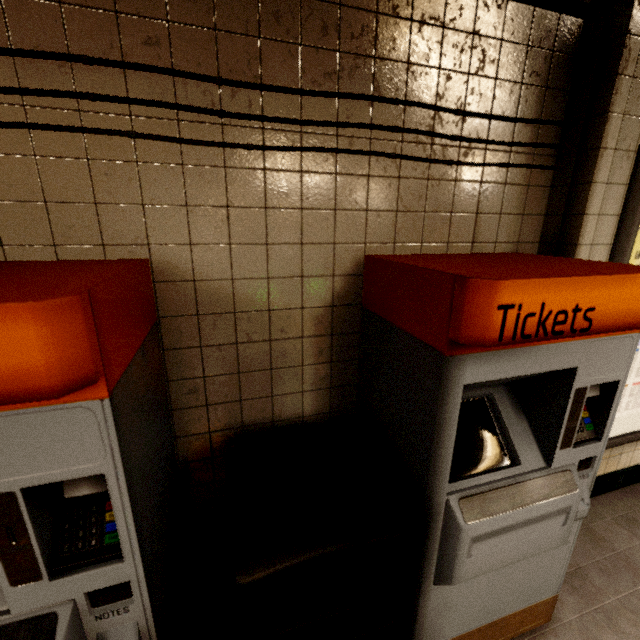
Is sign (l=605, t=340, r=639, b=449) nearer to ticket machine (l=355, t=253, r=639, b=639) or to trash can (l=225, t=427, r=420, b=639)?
ticket machine (l=355, t=253, r=639, b=639)

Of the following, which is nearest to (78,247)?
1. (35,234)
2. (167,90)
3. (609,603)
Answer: (35,234)

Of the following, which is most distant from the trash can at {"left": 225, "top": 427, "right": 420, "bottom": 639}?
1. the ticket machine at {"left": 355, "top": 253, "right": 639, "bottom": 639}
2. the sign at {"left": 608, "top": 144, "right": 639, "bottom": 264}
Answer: the sign at {"left": 608, "top": 144, "right": 639, "bottom": 264}

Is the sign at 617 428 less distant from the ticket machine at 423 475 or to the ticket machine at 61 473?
the ticket machine at 423 475

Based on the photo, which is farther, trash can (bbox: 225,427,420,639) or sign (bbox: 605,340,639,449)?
sign (bbox: 605,340,639,449)

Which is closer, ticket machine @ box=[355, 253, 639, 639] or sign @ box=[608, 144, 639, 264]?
ticket machine @ box=[355, 253, 639, 639]

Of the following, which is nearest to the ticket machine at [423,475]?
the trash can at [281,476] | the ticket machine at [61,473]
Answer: the trash can at [281,476]
